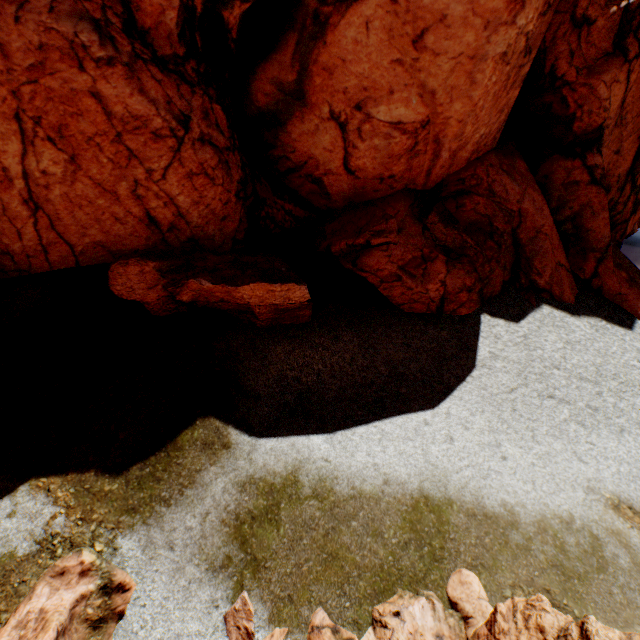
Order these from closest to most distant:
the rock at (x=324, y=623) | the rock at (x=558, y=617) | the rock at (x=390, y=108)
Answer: the rock at (x=558, y=617) < the rock at (x=324, y=623) < the rock at (x=390, y=108)

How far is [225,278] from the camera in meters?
9.3

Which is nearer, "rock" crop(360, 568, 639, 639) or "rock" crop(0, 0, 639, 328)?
"rock" crop(360, 568, 639, 639)

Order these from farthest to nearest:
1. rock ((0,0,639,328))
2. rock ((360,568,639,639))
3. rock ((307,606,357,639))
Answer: rock ((0,0,639,328)) → rock ((307,606,357,639)) → rock ((360,568,639,639))

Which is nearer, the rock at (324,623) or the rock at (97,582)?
the rock at (97,582)

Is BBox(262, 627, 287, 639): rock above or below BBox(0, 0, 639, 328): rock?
below
